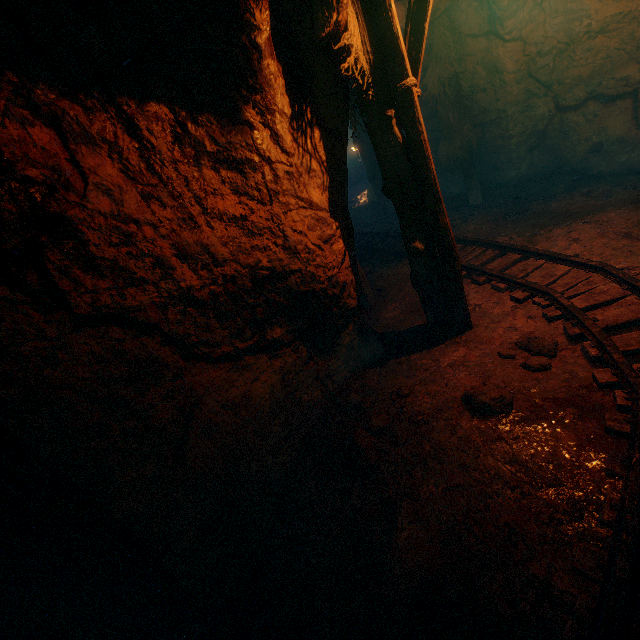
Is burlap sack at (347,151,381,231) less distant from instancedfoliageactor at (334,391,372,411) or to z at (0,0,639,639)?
z at (0,0,639,639)

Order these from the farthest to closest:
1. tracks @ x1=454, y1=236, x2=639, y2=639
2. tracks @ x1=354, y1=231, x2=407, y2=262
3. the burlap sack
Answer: the burlap sack, tracks @ x1=354, y1=231, x2=407, y2=262, tracks @ x1=454, y1=236, x2=639, y2=639

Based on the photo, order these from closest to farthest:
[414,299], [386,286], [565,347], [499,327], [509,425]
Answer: [509,425] < [565,347] < [499,327] < [414,299] < [386,286]

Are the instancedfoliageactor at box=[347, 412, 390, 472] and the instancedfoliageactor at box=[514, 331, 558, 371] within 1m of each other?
no

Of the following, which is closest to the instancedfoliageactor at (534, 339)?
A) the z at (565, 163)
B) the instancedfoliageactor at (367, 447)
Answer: the z at (565, 163)

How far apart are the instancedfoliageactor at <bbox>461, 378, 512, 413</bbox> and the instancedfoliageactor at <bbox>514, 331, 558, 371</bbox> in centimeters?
33cm

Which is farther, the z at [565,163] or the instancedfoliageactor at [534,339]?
the instancedfoliageactor at [534,339]

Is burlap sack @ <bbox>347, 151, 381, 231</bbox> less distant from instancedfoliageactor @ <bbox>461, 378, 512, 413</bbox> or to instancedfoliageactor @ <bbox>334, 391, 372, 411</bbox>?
instancedfoliageactor @ <bbox>334, 391, 372, 411</bbox>
